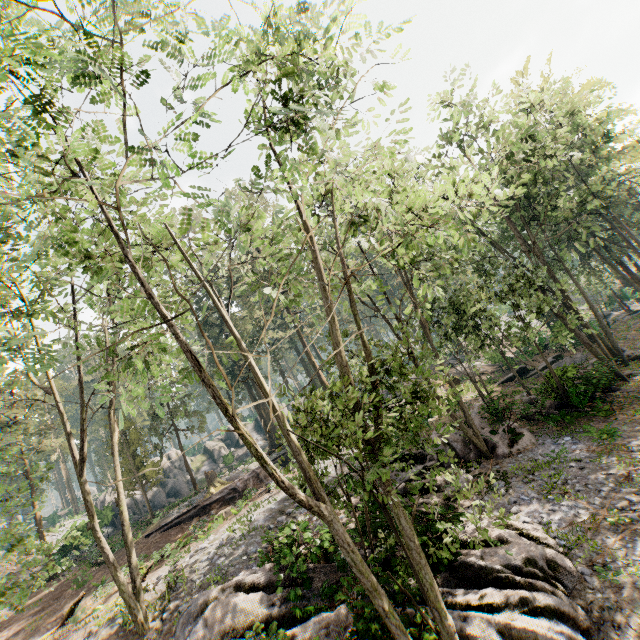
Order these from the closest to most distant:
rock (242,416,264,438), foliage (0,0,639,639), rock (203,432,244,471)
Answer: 1. foliage (0,0,639,639)
2. rock (203,432,244,471)
3. rock (242,416,264,438)

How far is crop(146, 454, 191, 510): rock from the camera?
38.17m

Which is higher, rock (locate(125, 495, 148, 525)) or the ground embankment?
rock (locate(125, 495, 148, 525))

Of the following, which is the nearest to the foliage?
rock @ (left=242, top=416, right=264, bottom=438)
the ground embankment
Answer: the ground embankment

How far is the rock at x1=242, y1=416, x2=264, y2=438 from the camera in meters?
52.8 m

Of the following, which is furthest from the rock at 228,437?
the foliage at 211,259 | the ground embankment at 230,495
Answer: the ground embankment at 230,495

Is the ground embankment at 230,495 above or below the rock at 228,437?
below

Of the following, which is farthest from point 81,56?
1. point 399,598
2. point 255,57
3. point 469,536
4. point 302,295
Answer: point 469,536
